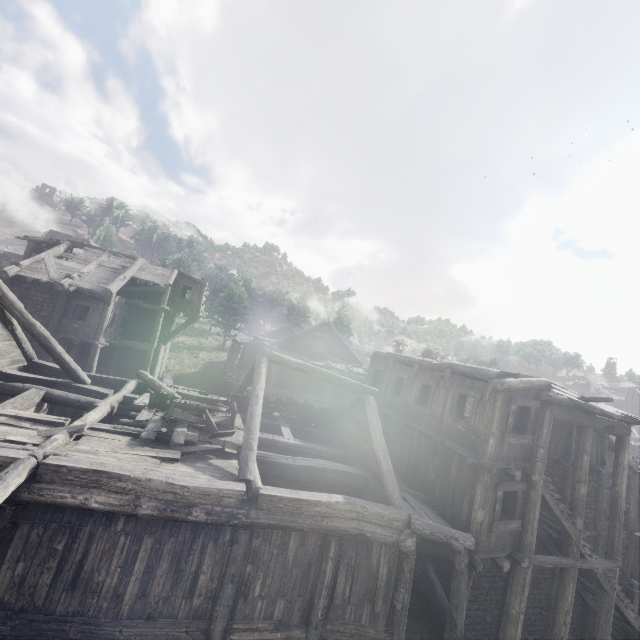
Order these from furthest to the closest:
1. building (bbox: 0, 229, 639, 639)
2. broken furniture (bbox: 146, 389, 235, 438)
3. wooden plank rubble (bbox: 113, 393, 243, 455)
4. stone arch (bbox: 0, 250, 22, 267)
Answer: stone arch (bbox: 0, 250, 22, 267), broken furniture (bbox: 146, 389, 235, 438), wooden plank rubble (bbox: 113, 393, 243, 455), building (bbox: 0, 229, 639, 639)

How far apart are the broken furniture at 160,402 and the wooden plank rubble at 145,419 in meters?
0.0 m

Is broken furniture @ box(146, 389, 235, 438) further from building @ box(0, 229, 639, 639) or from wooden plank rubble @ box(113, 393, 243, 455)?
building @ box(0, 229, 639, 639)

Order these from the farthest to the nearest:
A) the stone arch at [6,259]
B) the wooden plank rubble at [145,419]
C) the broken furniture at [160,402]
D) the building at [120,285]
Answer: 1. the stone arch at [6,259]
2. the broken furniture at [160,402]
3. the wooden plank rubble at [145,419]
4. the building at [120,285]

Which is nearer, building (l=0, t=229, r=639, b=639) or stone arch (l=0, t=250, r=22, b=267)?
building (l=0, t=229, r=639, b=639)

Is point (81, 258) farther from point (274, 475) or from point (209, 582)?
point (209, 582)

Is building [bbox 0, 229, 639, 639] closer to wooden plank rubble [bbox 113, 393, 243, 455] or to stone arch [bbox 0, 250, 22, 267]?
wooden plank rubble [bbox 113, 393, 243, 455]

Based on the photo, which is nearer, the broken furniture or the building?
the building
